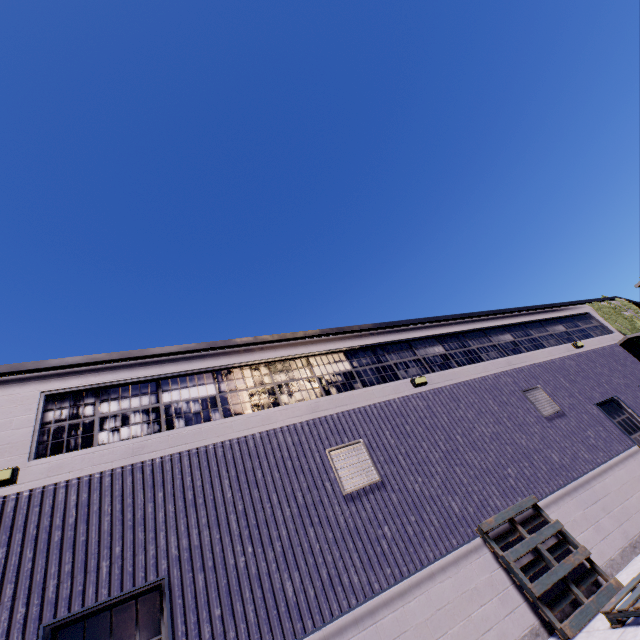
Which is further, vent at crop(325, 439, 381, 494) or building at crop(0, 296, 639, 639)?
vent at crop(325, 439, 381, 494)

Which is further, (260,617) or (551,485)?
(551,485)

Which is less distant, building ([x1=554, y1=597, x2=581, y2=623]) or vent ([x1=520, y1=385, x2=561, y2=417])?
building ([x1=554, y1=597, x2=581, y2=623])

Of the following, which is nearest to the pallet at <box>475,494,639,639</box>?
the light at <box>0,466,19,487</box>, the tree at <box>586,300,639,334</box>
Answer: the tree at <box>586,300,639,334</box>

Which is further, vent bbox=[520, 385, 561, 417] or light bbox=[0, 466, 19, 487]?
vent bbox=[520, 385, 561, 417]

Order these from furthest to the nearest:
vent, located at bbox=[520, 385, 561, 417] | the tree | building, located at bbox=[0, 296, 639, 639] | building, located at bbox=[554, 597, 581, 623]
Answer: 1. the tree
2. vent, located at bbox=[520, 385, 561, 417]
3. building, located at bbox=[554, 597, 581, 623]
4. building, located at bbox=[0, 296, 639, 639]

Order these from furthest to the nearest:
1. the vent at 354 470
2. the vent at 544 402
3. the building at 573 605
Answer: the vent at 544 402
the vent at 354 470
the building at 573 605

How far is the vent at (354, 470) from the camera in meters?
6.9
